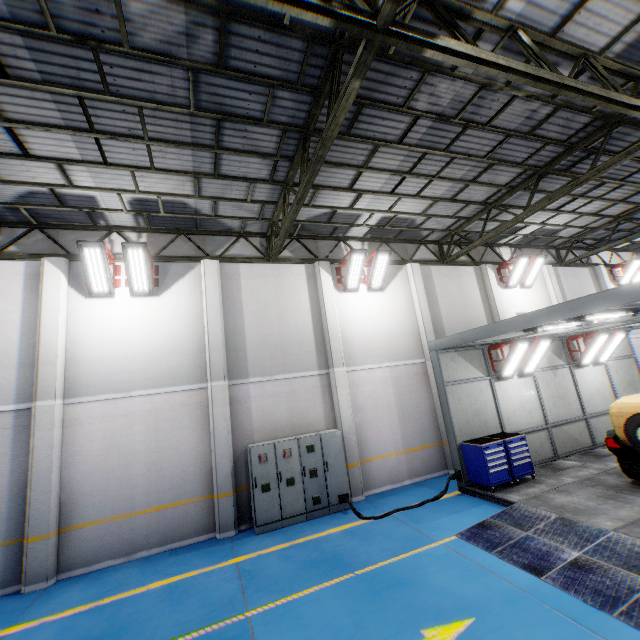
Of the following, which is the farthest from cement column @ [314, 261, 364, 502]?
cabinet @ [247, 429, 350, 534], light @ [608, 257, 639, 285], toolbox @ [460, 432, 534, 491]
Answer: light @ [608, 257, 639, 285]

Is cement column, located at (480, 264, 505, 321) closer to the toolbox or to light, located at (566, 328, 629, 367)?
light, located at (566, 328, 629, 367)

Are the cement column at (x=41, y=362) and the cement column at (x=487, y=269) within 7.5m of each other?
no

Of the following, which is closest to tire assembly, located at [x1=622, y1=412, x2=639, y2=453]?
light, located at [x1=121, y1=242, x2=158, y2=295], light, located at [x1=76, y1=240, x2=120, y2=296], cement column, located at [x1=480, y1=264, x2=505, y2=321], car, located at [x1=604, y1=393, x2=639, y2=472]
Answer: car, located at [x1=604, y1=393, x2=639, y2=472]

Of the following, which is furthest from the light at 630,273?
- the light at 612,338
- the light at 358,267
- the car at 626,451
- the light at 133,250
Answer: the light at 133,250

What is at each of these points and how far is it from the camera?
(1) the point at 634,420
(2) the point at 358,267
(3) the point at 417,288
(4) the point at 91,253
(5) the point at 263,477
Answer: (1) tire assembly, 7.2 meters
(2) light, 11.4 meters
(3) cement column, 12.8 meters
(4) light, 8.5 meters
(5) cabinet, 8.8 meters

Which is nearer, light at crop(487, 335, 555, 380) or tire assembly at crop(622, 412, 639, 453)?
tire assembly at crop(622, 412, 639, 453)

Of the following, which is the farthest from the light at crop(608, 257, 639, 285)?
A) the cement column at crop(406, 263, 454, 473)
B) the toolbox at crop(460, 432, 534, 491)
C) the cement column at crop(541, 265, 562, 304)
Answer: the toolbox at crop(460, 432, 534, 491)
